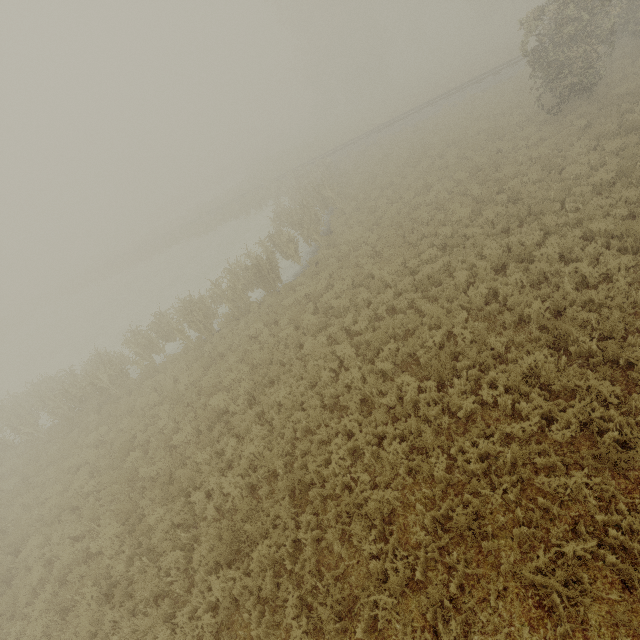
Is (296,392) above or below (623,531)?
above
